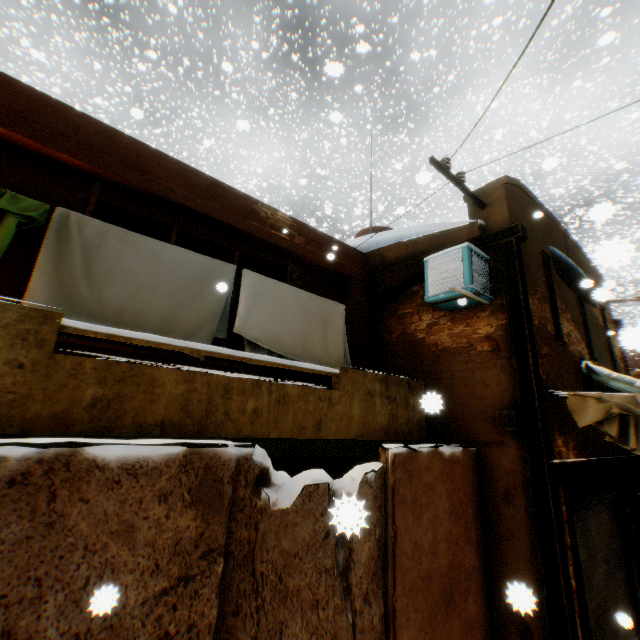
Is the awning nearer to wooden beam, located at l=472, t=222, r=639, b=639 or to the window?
wooden beam, located at l=472, t=222, r=639, b=639

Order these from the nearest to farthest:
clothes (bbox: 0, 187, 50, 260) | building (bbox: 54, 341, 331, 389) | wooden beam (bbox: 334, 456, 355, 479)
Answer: clothes (bbox: 0, 187, 50, 260), building (bbox: 54, 341, 331, 389), wooden beam (bbox: 334, 456, 355, 479)

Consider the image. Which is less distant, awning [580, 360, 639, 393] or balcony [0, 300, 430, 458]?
balcony [0, 300, 430, 458]

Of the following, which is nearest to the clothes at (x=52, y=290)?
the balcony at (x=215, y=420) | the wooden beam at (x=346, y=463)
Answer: the balcony at (x=215, y=420)

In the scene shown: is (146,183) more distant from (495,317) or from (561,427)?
(561,427)

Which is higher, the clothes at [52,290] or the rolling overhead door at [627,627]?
the clothes at [52,290]

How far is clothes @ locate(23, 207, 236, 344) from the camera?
3.3 meters

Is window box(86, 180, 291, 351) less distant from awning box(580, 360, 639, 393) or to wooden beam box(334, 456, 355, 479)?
wooden beam box(334, 456, 355, 479)
